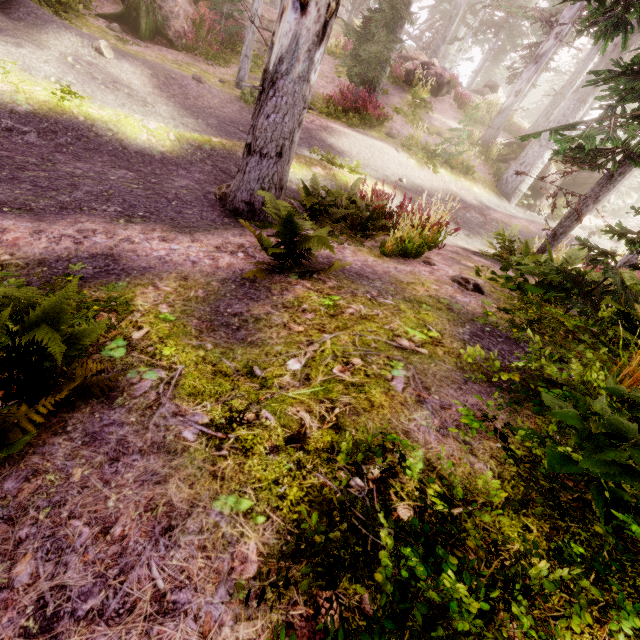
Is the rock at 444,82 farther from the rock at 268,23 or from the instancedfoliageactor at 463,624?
the rock at 268,23

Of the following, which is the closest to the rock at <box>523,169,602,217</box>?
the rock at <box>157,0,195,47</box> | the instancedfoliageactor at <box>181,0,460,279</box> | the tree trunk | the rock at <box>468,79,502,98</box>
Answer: the instancedfoliageactor at <box>181,0,460,279</box>

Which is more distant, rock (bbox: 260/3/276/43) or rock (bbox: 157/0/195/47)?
rock (bbox: 260/3/276/43)

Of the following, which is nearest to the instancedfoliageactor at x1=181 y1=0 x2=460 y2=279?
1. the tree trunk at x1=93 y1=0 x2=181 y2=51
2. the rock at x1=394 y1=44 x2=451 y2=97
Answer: the rock at x1=394 y1=44 x2=451 y2=97

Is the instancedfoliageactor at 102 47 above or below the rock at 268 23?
below

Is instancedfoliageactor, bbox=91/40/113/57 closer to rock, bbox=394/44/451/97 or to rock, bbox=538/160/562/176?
rock, bbox=538/160/562/176

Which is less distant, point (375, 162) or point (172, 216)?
point (172, 216)

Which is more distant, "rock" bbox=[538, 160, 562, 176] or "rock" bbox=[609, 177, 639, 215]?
"rock" bbox=[609, 177, 639, 215]
